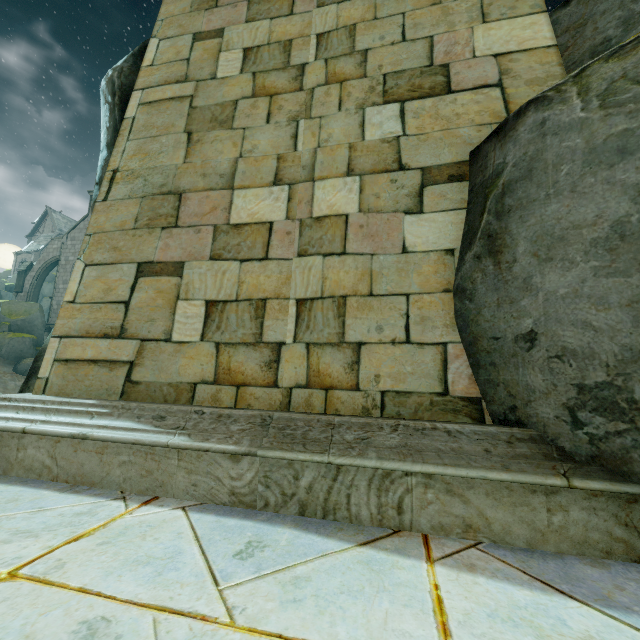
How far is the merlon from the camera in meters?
33.4 m

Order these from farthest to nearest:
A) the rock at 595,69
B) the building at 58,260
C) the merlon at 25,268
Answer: the merlon at 25,268
the building at 58,260
the rock at 595,69

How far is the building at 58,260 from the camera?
32.4 meters

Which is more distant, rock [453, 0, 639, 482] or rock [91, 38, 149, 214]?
rock [91, 38, 149, 214]

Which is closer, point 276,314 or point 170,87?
point 276,314

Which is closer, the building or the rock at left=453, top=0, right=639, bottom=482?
the rock at left=453, top=0, right=639, bottom=482

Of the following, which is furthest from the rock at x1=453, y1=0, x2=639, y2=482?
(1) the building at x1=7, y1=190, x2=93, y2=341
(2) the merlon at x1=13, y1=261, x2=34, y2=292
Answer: (2) the merlon at x1=13, y1=261, x2=34, y2=292

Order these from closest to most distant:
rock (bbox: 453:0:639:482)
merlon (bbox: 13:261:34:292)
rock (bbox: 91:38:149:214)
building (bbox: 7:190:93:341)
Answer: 1. rock (bbox: 453:0:639:482)
2. rock (bbox: 91:38:149:214)
3. building (bbox: 7:190:93:341)
4. merlon (bbox: 13:261:34:292)
